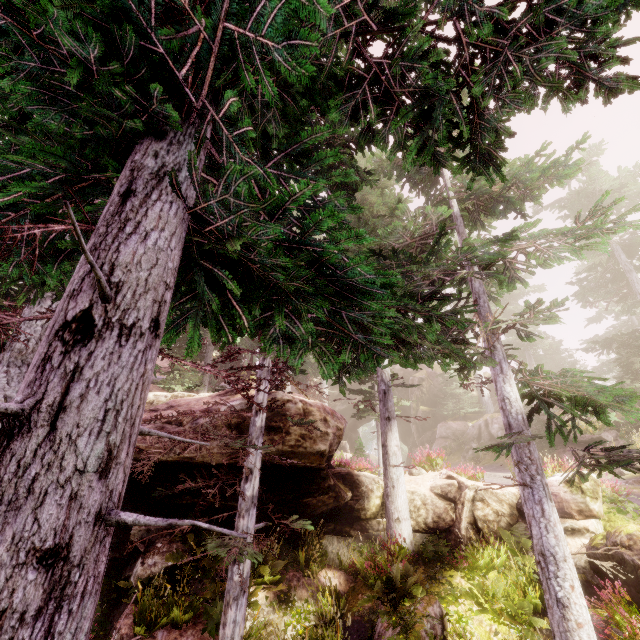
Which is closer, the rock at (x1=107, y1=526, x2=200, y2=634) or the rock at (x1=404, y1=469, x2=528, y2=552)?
the rock at (x1=107, y1=526, x2=200, y2=634)

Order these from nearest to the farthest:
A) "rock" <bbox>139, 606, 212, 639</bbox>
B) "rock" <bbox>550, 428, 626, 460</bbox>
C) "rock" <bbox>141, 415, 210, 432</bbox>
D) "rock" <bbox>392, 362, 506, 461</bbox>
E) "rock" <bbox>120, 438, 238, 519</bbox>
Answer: "rock" <bbox>139, 606, 212, 639</bbox>, "rock" <bbox>120, 438, 238, 519</bbox>, "rock" <bbox>141, 415, 210, 432</bbox>, "rock" <bbox>550, 428, 626, 460</bbox>, "rock" <bbox>392, 362, 506, 461</bbox>

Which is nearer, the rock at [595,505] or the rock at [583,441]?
the rock at [595,505]

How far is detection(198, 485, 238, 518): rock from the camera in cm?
979

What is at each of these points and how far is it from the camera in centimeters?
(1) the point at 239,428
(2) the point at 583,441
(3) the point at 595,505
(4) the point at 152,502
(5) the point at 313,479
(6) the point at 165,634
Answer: (1) rock, 945cm
(2) rock, 1797cm
(3) rock, 946cm
(4) rock, 1061cm
(5) rock, 1116cm
(6) rock, 756cm

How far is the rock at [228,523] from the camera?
10.6 meters
